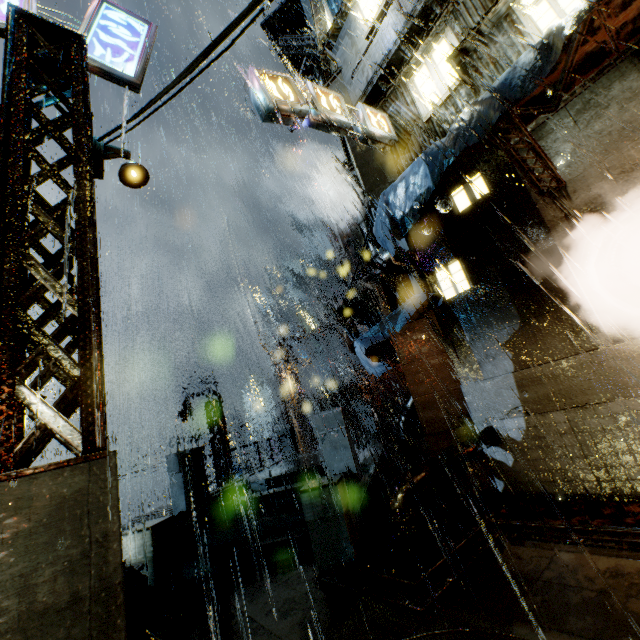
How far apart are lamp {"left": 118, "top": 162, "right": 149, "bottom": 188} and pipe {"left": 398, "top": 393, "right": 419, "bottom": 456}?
17.3 meters

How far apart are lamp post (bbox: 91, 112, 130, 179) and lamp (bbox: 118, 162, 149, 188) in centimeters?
12cm

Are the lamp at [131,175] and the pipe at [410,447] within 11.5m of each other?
no

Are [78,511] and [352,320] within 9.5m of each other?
no

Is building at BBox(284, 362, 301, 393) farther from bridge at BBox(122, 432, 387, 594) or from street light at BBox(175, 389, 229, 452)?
street light at BBox(175, 389, 229, 452)

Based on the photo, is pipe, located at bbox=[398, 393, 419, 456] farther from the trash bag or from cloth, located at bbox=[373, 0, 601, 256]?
the trash bag

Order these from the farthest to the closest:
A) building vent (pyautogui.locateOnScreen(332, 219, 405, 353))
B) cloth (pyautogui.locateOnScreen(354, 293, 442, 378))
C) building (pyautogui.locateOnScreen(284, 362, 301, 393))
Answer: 1. building (pyautogui.locateOnScreen(284, 362, 301, 393))
2. building vent (pyautogui.locateOnScreen(332, 219, 405, 353))
3. cloth (pyautogui.locateOnScreen(354, 293, 442, 378))

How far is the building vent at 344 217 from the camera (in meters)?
16.95
